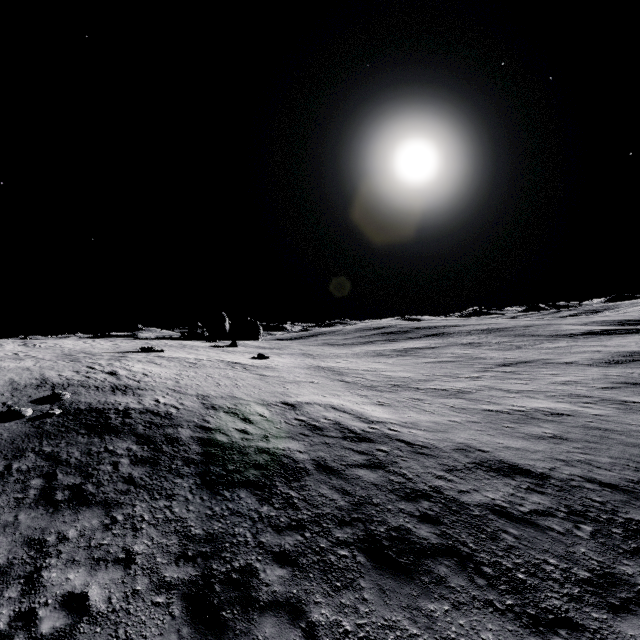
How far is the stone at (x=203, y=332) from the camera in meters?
42.2 m

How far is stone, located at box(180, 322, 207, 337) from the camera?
42.19m

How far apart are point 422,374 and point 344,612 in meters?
25.3 m
